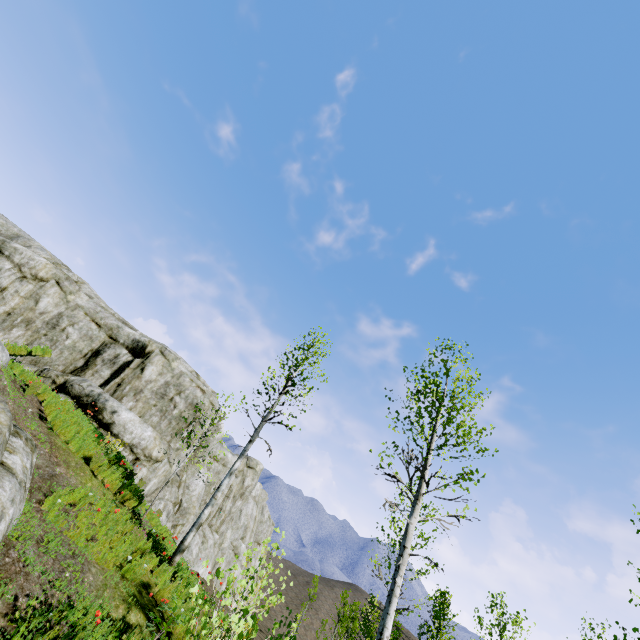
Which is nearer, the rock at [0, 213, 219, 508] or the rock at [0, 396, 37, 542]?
the rock at [0, 396, 37, 542]

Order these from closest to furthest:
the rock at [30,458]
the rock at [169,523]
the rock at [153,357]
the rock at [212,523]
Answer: the rock at [30,458]
the rock at [153,357]
the rock at [169,523]
the rock at [212,523]

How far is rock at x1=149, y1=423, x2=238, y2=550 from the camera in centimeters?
1675cm

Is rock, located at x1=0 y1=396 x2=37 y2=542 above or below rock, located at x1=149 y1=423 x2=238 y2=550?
below

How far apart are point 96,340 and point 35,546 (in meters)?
15.40

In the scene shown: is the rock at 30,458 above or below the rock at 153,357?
below
